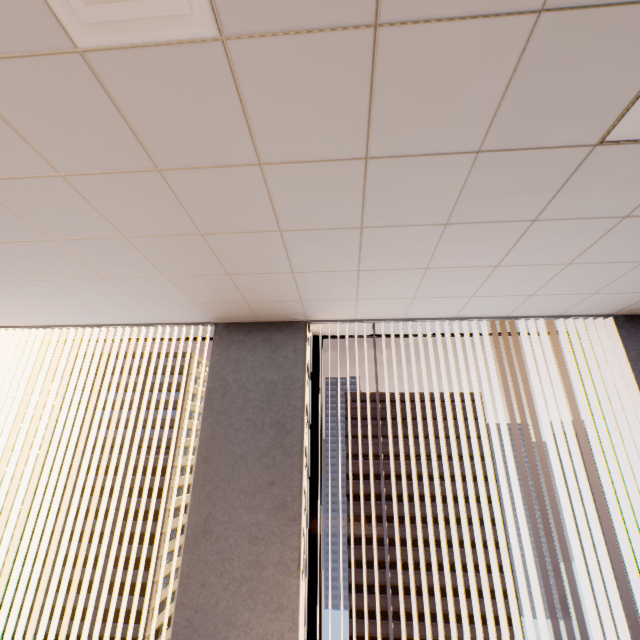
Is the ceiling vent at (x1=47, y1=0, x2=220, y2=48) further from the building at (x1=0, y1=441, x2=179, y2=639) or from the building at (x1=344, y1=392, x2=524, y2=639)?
the building at (x1=0, y1=441, x2=179, y2=639)

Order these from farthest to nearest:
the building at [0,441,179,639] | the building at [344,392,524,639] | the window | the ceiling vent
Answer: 1. the building at [0,441,179,639]
2. the building at [344,392,524,639]
3. the window
4. the ceiling vent

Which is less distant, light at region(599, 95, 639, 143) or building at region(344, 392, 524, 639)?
light at region(599, 95, 639, 143)

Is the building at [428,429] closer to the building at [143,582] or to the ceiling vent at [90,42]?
the building at [143,582]

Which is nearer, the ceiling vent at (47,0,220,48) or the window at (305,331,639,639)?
the ceiling vent at (47,0,220,48)

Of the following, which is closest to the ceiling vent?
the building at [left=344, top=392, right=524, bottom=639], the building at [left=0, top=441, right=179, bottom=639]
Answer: the building at [left=344, top=392, right=524, bottom=639]

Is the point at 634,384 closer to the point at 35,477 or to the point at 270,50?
the point at 270,50
